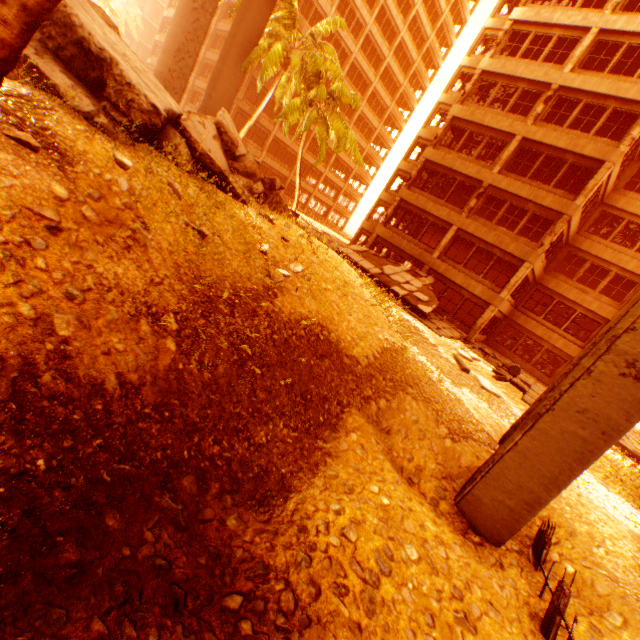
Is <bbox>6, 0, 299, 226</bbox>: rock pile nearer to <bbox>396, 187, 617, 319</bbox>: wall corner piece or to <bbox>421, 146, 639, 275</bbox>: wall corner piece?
<bbox>396, 187, 617, 319</bbox>: wall corner piece

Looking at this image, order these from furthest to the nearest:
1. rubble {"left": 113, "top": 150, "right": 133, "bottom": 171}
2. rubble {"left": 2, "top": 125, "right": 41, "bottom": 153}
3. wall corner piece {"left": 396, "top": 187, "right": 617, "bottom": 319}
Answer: wall corner piece {"left": 396, "top": 187, "right": 617, "bottom": 319} < rubble {"left": 113, "top": 150, "right": 133, "bottom": 171} < rubble {"left": 2, "top": 125, "right": 41, "bottom": 153}

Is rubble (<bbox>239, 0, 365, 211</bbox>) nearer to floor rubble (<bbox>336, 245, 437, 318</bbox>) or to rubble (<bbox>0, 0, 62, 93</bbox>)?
rubble (<bbox>0, 0, 62, 93</bbox>)

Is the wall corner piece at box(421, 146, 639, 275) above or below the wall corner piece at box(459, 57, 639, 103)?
below

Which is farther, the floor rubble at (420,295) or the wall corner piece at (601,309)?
the wall corner piece at (601,309)

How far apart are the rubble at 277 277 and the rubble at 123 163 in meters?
3.2

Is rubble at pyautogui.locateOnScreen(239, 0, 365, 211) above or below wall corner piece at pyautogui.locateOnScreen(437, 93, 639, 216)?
below

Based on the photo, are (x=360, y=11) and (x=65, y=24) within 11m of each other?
no
